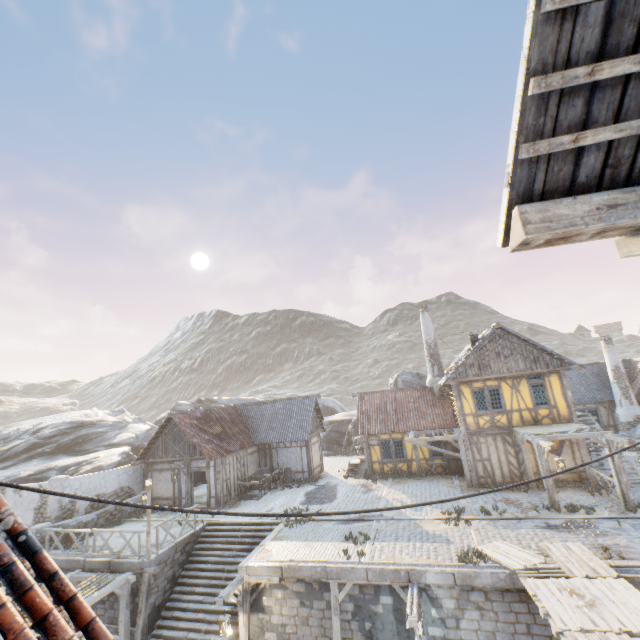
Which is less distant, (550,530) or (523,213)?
(523,213)

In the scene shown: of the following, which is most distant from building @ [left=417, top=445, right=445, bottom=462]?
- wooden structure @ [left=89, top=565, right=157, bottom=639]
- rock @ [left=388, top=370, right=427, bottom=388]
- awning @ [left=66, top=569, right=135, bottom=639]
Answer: awning @ [left=66, top=569, right=135, bottom=639]

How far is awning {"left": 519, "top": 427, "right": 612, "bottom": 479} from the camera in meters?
14.3

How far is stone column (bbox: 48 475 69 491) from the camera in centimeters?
1745cm

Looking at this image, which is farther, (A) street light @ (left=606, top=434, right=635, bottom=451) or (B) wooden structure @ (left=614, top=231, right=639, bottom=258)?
(A) street light @ (left=606, top=434, right=635, bottom=451)

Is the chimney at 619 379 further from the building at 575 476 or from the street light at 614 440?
the street light at 614 440

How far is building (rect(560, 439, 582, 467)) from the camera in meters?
16.9 m

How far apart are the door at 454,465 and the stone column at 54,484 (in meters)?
22.56
